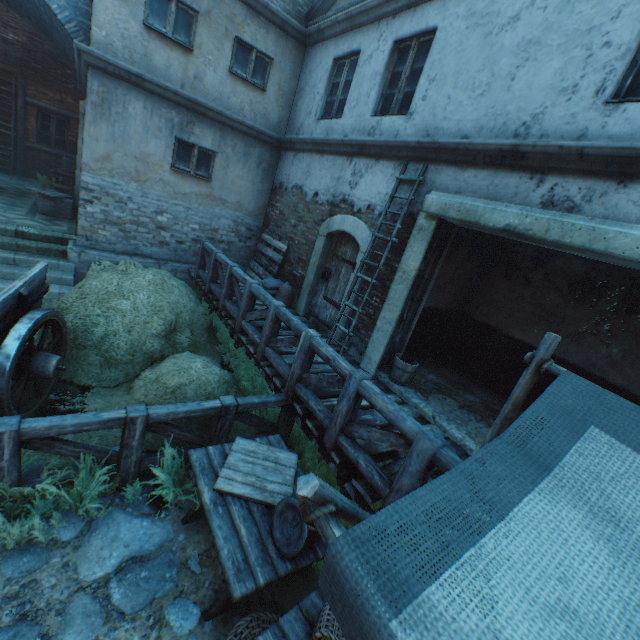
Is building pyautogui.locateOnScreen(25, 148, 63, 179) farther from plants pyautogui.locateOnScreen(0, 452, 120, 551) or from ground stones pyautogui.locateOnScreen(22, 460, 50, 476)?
ground stones pyautogui.locateOnScreen(22, 460, 50, 476)

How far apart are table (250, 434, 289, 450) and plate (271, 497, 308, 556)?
0.06m

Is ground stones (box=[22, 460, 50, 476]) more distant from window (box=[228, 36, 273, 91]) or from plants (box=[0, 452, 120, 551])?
window (box=[228, 36, 273, 91])

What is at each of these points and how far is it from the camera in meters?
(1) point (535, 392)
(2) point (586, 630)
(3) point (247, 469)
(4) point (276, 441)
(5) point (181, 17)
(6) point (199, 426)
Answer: (1) building, 6.1
(2) awning, 0.9
(3) wooden crate lid, 3.3
(4) table, 3.9
(5) window, 6.9
(6) plants, 4.5

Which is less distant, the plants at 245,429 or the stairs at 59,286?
the plants at 245,429

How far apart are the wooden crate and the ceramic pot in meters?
2.9 m

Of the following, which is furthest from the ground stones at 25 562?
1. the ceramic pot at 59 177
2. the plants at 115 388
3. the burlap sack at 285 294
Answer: the ceramic pot at 59 177

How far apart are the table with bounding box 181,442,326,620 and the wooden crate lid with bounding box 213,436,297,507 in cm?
0
